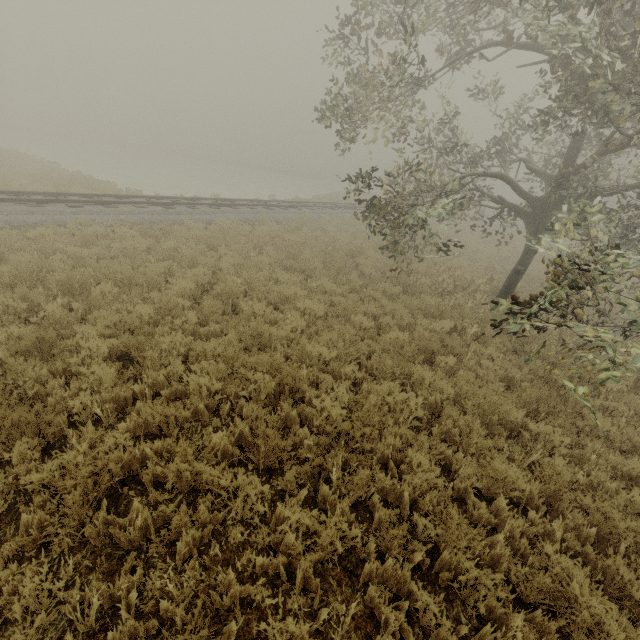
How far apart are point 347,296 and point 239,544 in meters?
7.3
